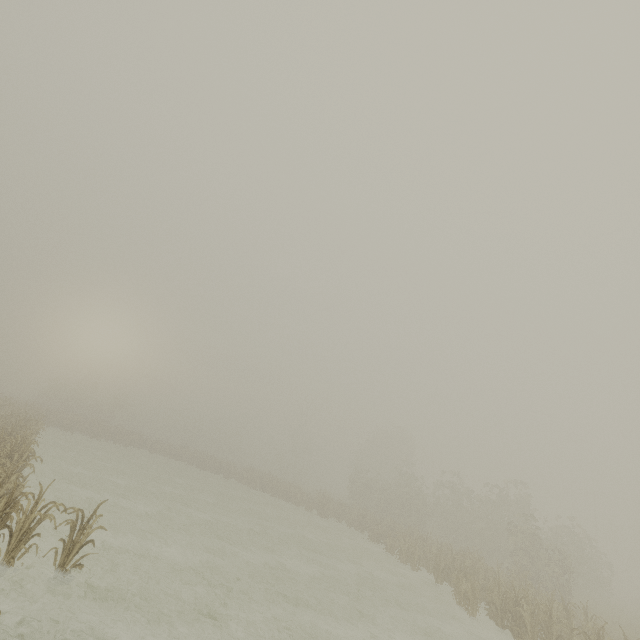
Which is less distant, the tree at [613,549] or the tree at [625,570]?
the tree at [625,570]

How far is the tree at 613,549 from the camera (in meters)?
44.79

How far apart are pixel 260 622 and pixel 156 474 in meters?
23.6

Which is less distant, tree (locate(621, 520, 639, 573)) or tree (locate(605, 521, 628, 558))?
tree (locate(621, 520, 639, 573))

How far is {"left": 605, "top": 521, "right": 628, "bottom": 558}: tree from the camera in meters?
44.8
